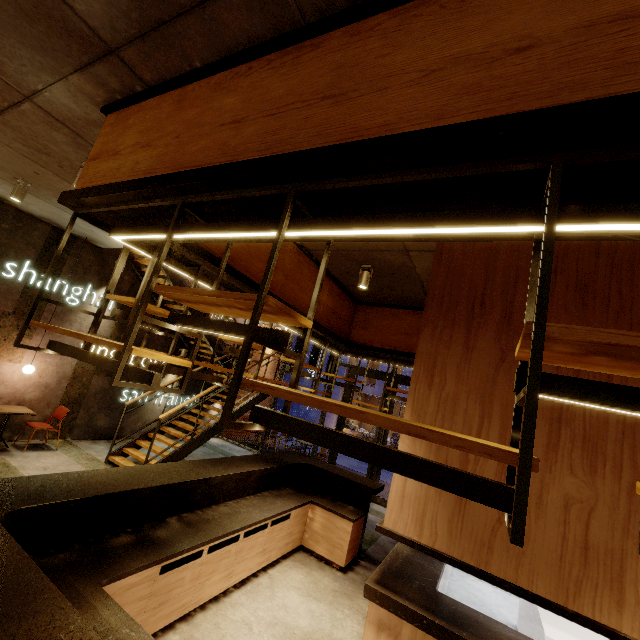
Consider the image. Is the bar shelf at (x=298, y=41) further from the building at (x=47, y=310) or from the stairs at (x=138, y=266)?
the stairs at (x=138, y=266)

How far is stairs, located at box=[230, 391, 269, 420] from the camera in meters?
8.5 m

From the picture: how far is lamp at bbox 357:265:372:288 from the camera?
4.8 meters

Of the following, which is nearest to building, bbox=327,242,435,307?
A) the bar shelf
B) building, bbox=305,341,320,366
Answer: the bar shelf

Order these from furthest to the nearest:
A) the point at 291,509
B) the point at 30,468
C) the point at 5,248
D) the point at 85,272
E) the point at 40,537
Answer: the point at 85,272 < the point at 5,248 < the point at 30,468 < the point at 291,509 < the point at 40,537

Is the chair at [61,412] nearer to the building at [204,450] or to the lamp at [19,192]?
the building at [204,450]

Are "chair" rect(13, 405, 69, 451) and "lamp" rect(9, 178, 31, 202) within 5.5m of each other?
yes

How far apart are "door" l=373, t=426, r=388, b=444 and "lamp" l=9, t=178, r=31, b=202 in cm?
855
